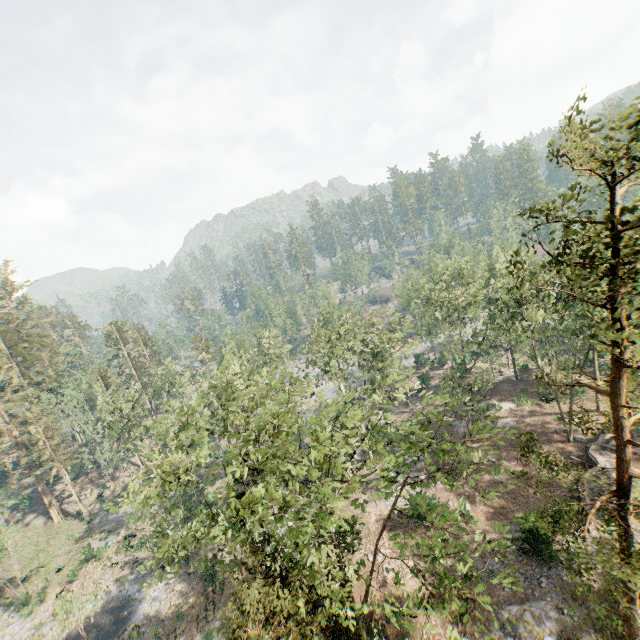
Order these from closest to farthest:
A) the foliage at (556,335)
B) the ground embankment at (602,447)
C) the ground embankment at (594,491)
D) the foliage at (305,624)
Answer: the foliage at (556,335) < the foliage at (305,624) < the ground embankment at (594,491) < the ground embankment at (602,447)

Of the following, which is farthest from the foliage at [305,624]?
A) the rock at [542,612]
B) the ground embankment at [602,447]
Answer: the ground embankment at [602,447]

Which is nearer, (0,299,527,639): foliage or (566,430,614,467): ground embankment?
(0,299,527,639): foliage

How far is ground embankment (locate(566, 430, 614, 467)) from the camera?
27.3 meters

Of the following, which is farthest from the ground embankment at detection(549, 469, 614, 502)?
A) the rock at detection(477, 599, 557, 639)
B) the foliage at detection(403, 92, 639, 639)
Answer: the rock at detection(477, 599, 557, 639)

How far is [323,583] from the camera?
18.1 meters

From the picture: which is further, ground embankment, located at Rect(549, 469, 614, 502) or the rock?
ground embankment, located at Rect(549, 469, 614, 502)
